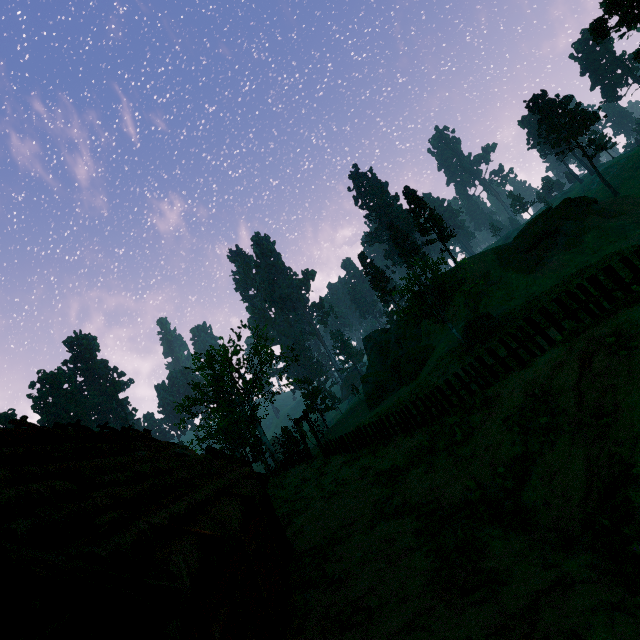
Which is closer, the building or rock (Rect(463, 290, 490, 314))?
the building

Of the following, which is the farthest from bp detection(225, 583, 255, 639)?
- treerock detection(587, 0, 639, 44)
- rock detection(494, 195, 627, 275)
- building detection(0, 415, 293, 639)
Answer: rock detection(494, 195, 627, 275)

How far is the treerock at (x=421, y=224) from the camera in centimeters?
3055cm

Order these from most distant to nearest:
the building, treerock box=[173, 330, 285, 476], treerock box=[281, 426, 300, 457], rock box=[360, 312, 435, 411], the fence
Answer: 1. rock box=[360, 312, 435, 411]
2. treerock box=[281, 426, 300, 457]
3. treerock box=[173, 330, 285, 476]
4. the fence
5. the building

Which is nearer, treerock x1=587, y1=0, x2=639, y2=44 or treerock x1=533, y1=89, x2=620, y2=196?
treerock x1=587, y1=0, x2=639, y2=44

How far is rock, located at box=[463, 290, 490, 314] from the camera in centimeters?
4178cm

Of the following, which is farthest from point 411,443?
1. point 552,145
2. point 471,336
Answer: point 552,145

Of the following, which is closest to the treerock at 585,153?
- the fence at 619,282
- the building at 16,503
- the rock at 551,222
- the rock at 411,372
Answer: the building at 16,503
